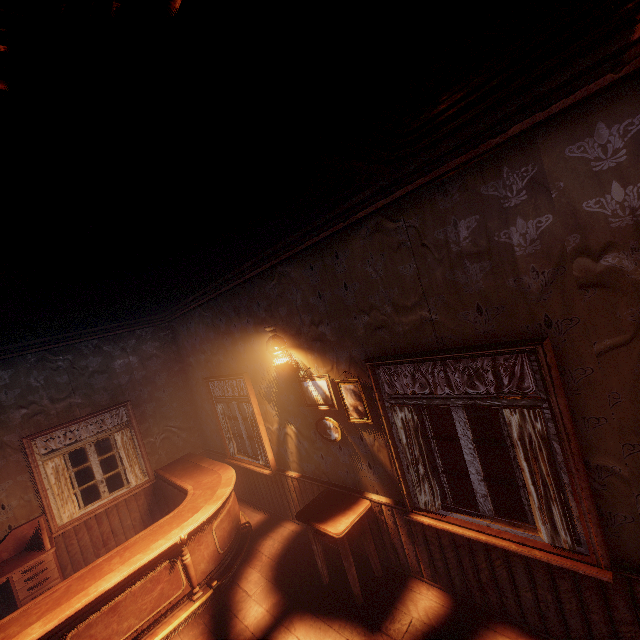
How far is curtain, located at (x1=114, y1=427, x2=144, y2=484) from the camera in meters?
6.0

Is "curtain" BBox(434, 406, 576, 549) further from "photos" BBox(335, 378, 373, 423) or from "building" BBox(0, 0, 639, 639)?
"photos" BBox(335, 378, 373, 423)

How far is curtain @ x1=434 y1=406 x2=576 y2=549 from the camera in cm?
228

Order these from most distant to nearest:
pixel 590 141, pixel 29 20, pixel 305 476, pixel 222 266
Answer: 1. pixel 305 476
2. pixel 222 266
3. pixel 590 141
4. pixel 29 20

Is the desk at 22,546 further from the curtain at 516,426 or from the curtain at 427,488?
the curtain at 516,426

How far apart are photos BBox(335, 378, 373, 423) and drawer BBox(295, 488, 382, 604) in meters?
0.9

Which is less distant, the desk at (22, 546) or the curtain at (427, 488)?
the curtain at (427, 488)
